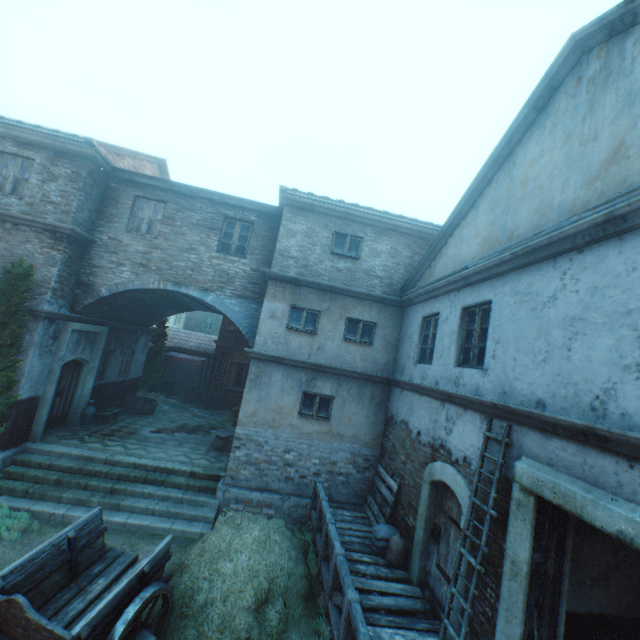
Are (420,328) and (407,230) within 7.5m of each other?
yes

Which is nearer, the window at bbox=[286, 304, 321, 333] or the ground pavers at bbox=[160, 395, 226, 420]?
the window at bbox=[286, 304, 321, 333]

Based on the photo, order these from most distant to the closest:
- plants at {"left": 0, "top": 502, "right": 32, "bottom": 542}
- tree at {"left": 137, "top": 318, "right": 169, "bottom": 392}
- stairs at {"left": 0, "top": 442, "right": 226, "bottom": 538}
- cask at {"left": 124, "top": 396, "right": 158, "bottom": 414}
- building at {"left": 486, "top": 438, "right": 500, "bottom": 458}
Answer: tree at {"left": 137, "top": 318, "right": 169, "bottom": 392} → cask at {"left": 124, "top": 396, "right": 158, "bottom": 414} → stairs at {"left": 0, "top": 442, "right": 226, "bottom": 538} → plants at {"left": 0, "top": 502, "right": 32, "bottom": 542} → building at {"left": 486, "top": 438, "right": 500, "bottom": 458}

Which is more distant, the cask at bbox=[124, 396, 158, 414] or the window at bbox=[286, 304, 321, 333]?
the cask at bbox=[124, 396, 158, 414]

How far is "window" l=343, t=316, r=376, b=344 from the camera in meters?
10.2

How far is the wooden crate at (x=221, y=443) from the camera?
11.92m

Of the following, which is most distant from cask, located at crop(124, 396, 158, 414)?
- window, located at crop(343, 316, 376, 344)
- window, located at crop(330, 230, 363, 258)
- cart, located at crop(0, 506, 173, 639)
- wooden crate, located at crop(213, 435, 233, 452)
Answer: window, located at crop(330, 230, 363, 258)

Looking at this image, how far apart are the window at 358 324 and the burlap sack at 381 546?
4.8m
